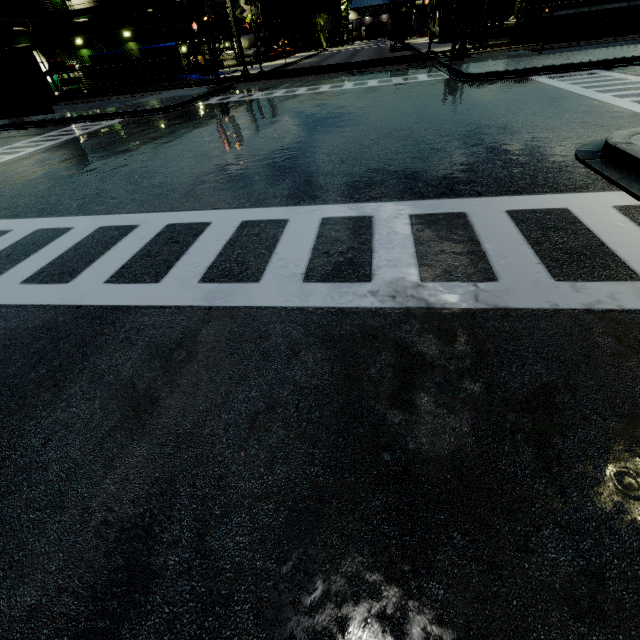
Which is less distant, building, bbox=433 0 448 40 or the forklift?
the forklift

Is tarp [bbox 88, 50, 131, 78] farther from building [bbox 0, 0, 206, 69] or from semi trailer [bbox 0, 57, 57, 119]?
building [bbox 0, 0, 206, 69]

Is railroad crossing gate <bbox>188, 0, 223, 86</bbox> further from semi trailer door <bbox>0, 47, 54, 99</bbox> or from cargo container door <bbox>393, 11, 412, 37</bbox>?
cargo container door <bbox>393, 11, 412, 37</bbox>

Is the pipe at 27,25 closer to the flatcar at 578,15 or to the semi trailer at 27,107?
the semi trailer at 27,107

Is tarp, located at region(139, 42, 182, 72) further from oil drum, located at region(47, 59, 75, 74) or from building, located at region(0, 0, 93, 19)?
oil drum, located at region(47, 59, 75, 74)

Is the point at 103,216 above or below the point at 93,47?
below

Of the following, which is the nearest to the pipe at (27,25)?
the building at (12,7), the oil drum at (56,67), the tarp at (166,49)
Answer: the building at (12,7)

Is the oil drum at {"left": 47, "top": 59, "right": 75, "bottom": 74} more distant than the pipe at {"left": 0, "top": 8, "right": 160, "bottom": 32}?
No
